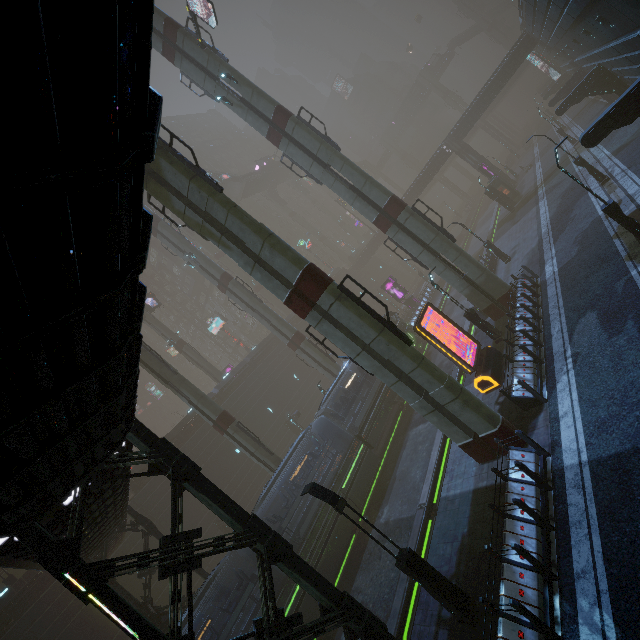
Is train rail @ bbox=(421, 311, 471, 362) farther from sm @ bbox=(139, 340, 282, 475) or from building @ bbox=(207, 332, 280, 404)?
sm @ bbox=(139, 340, 282, 475)

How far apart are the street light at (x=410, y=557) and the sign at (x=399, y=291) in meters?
35.2

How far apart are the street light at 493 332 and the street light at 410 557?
12.7 meters

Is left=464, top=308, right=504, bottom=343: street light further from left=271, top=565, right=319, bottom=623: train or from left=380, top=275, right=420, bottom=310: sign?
left=380, top=275, right=420, bottom=310: sign

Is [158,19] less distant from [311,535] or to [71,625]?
[311,535]

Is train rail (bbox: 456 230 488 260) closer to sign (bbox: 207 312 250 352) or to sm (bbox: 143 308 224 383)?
sm (bbox: 143 308 224 383)

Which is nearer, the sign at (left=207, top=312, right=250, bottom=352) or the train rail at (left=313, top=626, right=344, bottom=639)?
the train rail at (left=313, top=626, right=344, bottom=639)

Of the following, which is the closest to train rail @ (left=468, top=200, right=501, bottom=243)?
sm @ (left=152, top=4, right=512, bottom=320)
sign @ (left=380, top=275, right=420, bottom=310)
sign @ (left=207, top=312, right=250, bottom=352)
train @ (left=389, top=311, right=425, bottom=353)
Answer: train @ (left=389, top=311, right=425, bottom=353)
